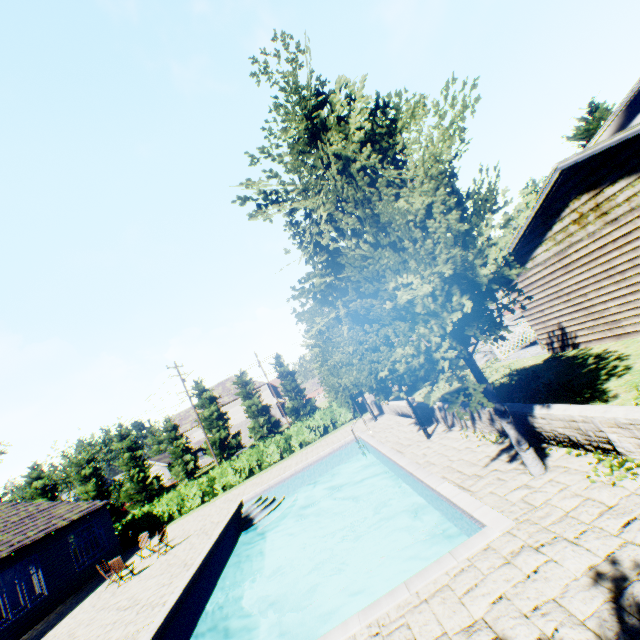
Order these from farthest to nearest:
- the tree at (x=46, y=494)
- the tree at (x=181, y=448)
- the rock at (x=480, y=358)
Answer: the tree at (x=181, y=448), the tree at (x=46, y=494), the rock at (x=480, y=358)

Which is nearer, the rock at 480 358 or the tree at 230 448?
the rock at 480 358

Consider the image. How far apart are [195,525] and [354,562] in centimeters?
1168cm

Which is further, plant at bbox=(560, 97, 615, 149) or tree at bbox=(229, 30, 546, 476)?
plant at bbox=(560, 97, 615, 149)

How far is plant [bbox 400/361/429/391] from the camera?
23.61m

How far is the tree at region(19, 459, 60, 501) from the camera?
39.19m

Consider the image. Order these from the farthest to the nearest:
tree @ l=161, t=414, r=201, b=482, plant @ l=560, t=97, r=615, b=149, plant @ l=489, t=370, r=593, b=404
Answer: tree @ l=161, t=414, r=201, b=482
plant @ l=560, t=97, r=615, b=149
plant @ l=489, t=370, r=593, b=404

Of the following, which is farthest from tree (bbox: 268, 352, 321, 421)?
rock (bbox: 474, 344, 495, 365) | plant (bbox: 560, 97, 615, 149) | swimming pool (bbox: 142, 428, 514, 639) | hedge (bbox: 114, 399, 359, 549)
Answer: hedge (bbox: 114, 399, 359, 549)
